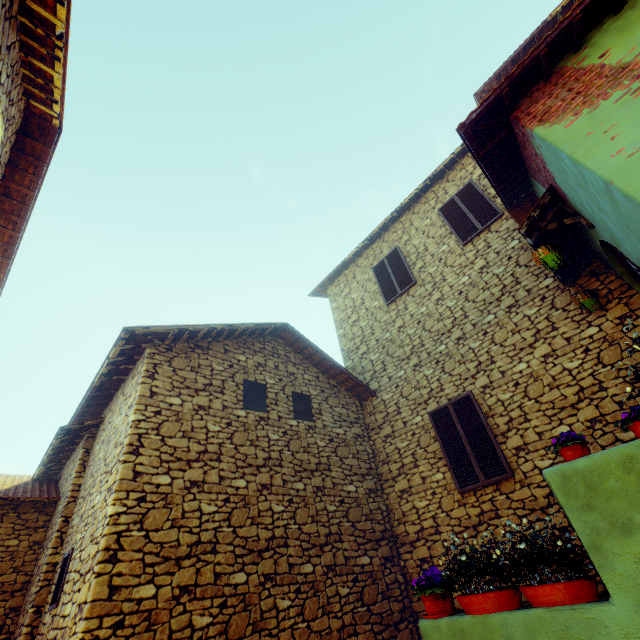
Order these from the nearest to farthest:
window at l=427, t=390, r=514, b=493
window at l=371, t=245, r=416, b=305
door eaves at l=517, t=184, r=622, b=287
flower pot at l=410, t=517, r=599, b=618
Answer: flower pot at l=410, t=517, r=599, b=618, door eaves at l=517, t=184, r=622, b=287, window at l=427, t=390, r=514, b=493, window at l=371, t=245, r=416, b=305

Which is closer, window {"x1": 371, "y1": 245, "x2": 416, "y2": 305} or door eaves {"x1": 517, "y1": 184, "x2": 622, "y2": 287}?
door eaves {"x1": 517, "y1": 184, "x2": 622, "y2": 287}

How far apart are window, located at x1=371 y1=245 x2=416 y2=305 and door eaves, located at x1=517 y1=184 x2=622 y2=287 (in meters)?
3.39

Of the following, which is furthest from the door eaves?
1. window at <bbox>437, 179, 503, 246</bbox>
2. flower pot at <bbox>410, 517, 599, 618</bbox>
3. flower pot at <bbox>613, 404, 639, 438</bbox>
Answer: flower pot at <bbox>410, 517, 599, 618</bbox>

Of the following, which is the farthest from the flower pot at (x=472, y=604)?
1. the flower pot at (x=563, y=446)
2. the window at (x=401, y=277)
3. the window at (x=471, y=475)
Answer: the window at (x=401, y=277)

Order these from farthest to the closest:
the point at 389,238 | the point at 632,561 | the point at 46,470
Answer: the point at 389,238, the point at 46,470, the point at 632,561

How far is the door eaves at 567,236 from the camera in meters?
4.7

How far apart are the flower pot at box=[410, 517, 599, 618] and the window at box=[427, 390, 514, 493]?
2.8m
